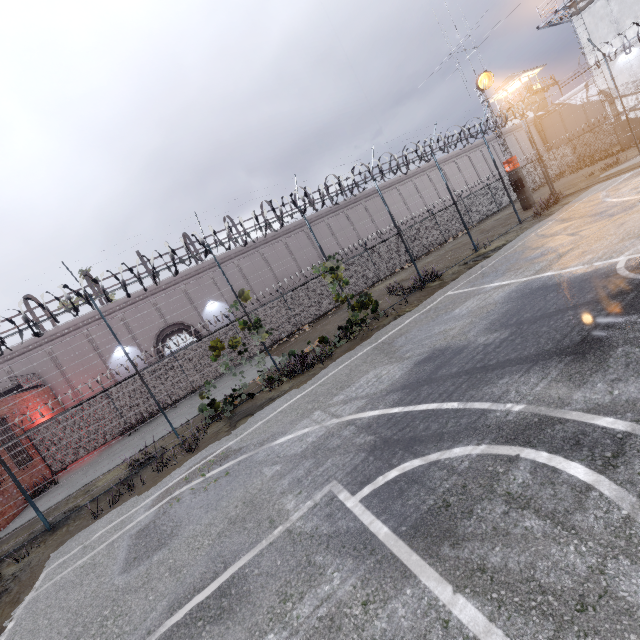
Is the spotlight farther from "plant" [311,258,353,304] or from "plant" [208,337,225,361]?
"plant" [208,337,225,361]

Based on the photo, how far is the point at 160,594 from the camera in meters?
4.3

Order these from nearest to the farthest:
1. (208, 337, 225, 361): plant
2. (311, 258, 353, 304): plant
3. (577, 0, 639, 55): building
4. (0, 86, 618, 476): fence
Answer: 1. (0, 86, 618, 476): fence
2. (208, 337, 225, 361): plant
3. (311, 258, 353, 304): plant
4. (577, 0, 639, 55): building

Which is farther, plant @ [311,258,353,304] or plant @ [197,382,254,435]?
plant @ [311,258,353,304]

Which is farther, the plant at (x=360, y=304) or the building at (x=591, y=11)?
the building at (x=591, y=11)

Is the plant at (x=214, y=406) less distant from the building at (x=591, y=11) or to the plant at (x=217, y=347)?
the plant at (x=217, y=347)

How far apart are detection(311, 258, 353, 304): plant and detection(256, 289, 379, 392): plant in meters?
1.3

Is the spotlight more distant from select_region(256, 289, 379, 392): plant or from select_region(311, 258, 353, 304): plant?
select_region(256, 289, 379, 392): plant
